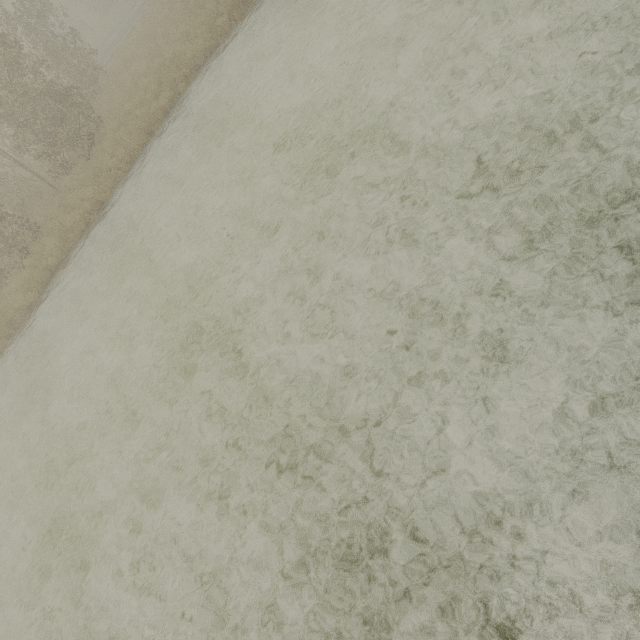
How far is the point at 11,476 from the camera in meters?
9.5
